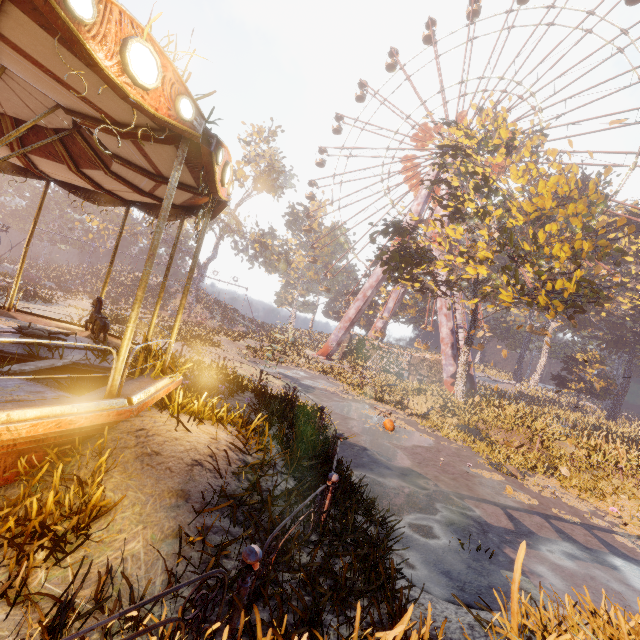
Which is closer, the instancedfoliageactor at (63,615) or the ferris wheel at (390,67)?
the instancedfoliageactor at (63,615)

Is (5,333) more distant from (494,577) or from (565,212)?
(565,212)

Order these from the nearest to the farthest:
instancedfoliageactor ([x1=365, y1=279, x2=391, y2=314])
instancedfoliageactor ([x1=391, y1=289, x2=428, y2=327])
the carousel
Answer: the carousel → instancedfoliageactor ([x1=391, y1=289, x2=428, y2=327]) → instancedfoliageactor ([x1=365, y1=279, x2=391, y2=314])

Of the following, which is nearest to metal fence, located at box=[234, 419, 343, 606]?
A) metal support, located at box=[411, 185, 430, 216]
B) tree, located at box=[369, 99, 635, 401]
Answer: tree, located at box=[369, 99, 635, 401]

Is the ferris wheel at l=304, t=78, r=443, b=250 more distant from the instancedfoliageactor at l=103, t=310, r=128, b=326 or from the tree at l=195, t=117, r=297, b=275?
the instancedfoliageactor at l=103, t=310, r=128, b=326

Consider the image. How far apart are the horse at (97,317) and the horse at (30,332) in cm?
74

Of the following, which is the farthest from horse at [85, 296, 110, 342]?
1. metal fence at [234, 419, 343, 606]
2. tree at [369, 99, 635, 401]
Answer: tree at [369, 99, 635, 401]

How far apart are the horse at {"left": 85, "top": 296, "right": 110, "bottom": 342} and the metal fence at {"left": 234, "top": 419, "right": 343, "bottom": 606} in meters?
5.7 m
